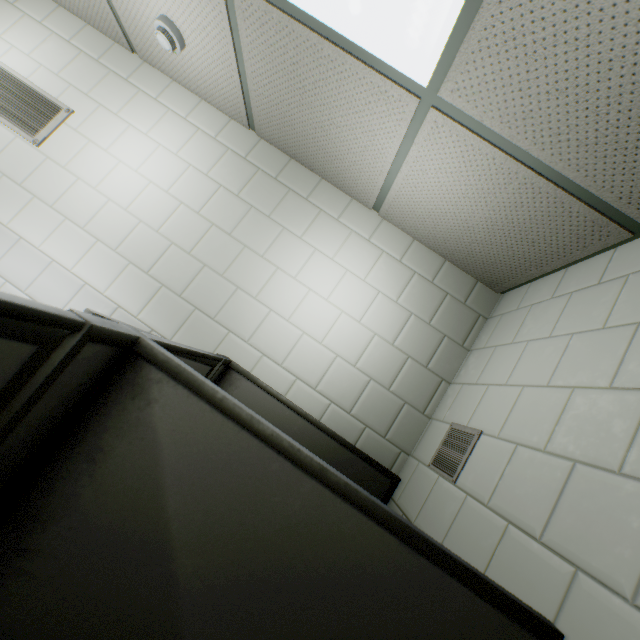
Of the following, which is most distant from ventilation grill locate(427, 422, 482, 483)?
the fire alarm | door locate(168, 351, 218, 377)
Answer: the fire alarm

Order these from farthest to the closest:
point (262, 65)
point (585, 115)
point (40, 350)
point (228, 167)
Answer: point (228, 167), point (262, 65), point (585, 115), point (40, 350)

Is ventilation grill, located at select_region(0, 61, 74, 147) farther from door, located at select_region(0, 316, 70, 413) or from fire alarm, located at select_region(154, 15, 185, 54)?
door, located at select_region(0, 316, 70, 413)

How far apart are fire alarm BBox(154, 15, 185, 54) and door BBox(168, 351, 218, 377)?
1.8m

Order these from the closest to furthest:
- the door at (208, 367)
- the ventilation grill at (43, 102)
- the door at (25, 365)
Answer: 1. the door at (25, 365)
2. the door at (208, 367)
3. the ventilation grill at (43, 102)

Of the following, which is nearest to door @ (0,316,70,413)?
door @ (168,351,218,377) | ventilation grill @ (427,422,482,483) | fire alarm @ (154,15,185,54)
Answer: door @ (168,351,218,377)

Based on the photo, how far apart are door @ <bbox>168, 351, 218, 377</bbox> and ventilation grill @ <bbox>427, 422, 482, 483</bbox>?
1.21m

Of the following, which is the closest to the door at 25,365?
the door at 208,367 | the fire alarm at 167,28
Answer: the door at 208,367
